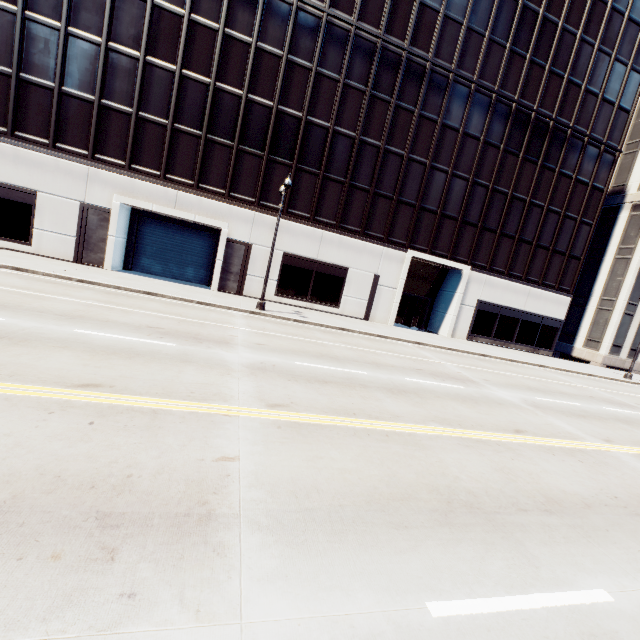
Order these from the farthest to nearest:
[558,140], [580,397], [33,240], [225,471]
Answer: [558,140] < [33,240] < [580,397] < [225,471]
